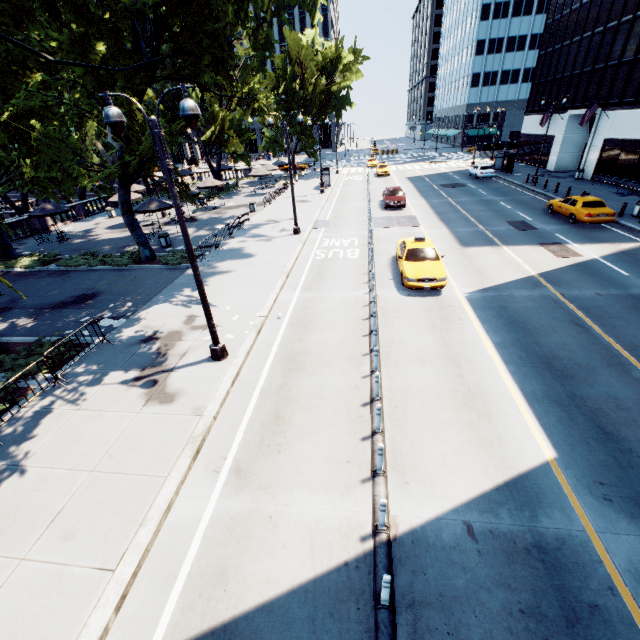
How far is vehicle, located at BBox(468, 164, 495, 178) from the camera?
37.6 meters

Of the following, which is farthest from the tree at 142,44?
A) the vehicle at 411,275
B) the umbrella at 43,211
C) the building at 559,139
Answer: the building at 559,139

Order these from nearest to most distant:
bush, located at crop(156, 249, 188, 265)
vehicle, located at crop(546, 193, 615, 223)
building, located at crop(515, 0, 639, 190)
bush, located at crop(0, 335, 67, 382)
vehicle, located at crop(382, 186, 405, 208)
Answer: bush, located at crop(0, 335, 67, 382) → bush, located at crop(156, 249, 188, 265) → vehicle, located at crop(546, 193, 615, 223) → vehicle, located at crop(382, 186, 405, 208) → building, located at crop(515, 0, 639, 190)

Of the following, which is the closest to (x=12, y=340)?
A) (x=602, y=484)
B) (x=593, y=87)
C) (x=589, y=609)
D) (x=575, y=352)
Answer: (x=589, y=609)

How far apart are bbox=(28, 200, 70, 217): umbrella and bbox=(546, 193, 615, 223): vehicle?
37.0m

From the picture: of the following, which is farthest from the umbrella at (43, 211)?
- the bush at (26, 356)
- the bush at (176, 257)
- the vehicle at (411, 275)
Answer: the vehicle at (411, 275)

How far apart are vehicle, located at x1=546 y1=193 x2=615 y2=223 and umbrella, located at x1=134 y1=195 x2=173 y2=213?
27.8m

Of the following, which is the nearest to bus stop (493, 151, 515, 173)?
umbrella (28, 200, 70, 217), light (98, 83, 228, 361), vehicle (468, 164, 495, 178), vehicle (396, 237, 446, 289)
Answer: vehicle (468, 164, 495, 178)
